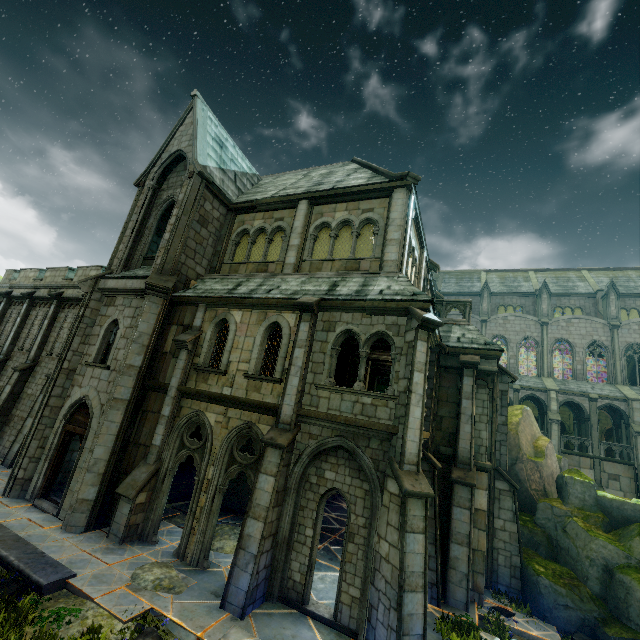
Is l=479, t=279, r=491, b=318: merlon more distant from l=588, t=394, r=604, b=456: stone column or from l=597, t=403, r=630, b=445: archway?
l=588, t=394, r=604, b=456: stone column

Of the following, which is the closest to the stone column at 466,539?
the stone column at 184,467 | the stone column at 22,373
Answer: the stone column at 184,467

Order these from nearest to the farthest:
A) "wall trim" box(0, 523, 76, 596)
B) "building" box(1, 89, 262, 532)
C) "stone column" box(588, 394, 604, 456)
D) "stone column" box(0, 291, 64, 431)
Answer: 1. "wall trim" box(0, 523, 76, 596)
2. "building" box(1, 89, 262, 532)
3. "stone column" box(0, 291, 64, 431)
4. "stone column" box(588, 394, 604, 456)

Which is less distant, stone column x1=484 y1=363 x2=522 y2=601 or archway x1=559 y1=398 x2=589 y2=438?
stone column x1=484 y1=363 x2=522 y2=601

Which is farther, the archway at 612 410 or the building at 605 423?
A: the building at 605 423

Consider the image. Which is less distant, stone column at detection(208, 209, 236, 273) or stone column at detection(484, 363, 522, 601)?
stone column at detection(484, 363, 522, 601)

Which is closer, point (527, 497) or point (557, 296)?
point (527, 497)

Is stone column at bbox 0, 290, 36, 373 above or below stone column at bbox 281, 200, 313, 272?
below
